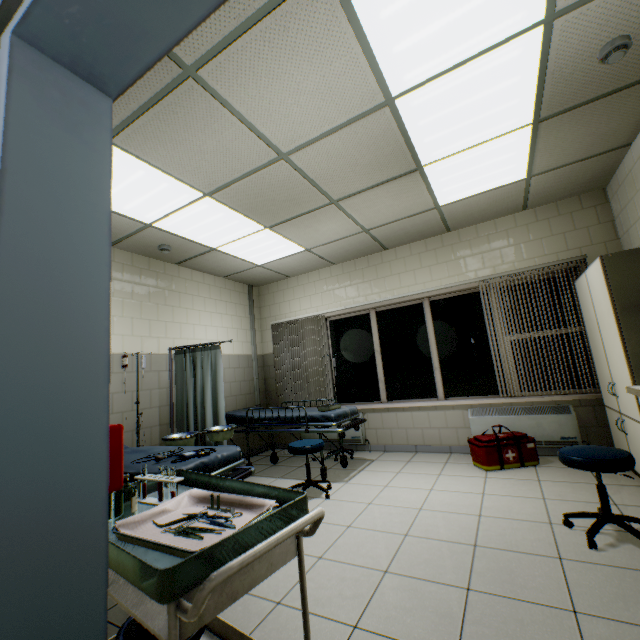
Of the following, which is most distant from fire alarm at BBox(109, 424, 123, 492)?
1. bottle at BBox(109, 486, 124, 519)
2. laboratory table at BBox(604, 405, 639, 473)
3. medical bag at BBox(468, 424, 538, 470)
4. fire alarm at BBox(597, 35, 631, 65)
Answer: medical bag at BBox(468, 424, 538, 470)

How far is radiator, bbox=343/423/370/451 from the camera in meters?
5.2 m

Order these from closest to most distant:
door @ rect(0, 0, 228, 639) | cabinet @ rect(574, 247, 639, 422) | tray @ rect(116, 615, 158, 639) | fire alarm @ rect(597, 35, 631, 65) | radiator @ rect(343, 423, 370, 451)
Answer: door @ rect(0, 0, 228, 639) → tray @ rect(116, 615, 158, 639) → fire alarm @ rect(597, 35, 631, 65) → cabinet @ rect(574, 247, 639, 422) → radiator @ rect(343, 423, 370, 451)

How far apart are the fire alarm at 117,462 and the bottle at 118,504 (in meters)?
0.66

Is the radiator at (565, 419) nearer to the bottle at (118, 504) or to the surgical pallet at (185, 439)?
the surgical pallet at (185, 439)

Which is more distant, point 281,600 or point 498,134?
point 498,134

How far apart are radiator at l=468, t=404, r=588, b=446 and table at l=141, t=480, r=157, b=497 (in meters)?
3.99

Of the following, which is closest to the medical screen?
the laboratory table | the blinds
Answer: the blinds
